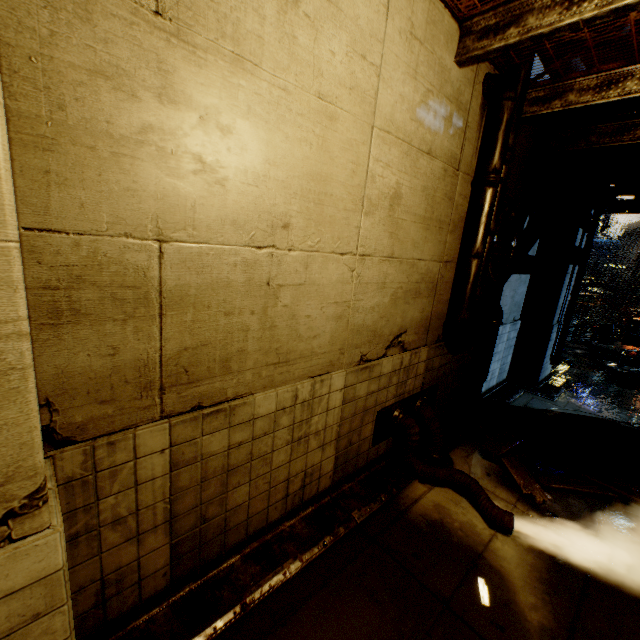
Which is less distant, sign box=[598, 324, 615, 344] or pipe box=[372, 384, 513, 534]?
pipe box=[372, 384, 513, 534]

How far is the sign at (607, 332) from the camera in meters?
A: 21.9

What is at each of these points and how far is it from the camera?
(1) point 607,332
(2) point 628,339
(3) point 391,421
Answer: (1) sign, 22.2 meters
(2) sign, 21.3 meters
(3) pipe, 4.8 meters

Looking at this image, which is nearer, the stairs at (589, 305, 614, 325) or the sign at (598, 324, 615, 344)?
the sign at (598, 324, 615, 344)

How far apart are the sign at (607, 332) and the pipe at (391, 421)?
23.72m

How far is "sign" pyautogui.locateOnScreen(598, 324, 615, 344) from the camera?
21.9m

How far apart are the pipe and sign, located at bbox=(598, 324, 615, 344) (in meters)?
23.72

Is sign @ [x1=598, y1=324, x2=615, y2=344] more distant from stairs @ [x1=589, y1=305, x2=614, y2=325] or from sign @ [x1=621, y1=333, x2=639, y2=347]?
stairs @ [x1=589, y1=305, x2=614, y2=325]
